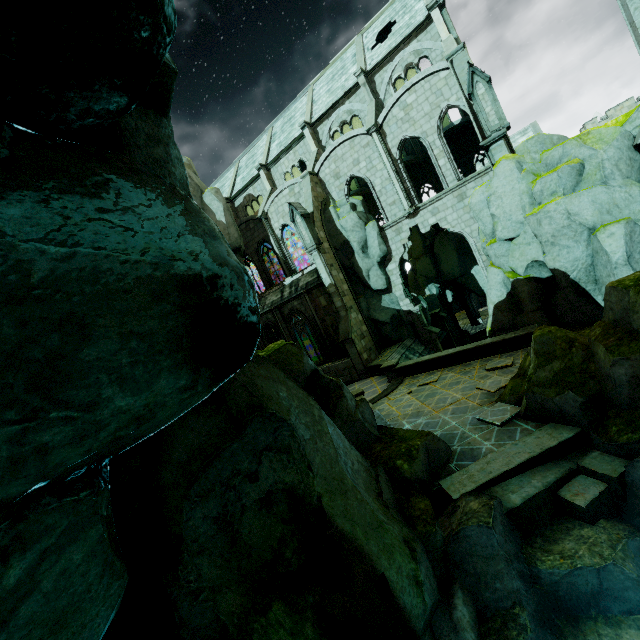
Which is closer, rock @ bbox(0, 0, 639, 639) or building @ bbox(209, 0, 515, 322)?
rock @ bbox(0, 0, 639, 639)

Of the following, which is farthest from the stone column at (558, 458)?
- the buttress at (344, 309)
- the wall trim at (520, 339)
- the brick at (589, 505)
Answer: the buttress at (344, 309)

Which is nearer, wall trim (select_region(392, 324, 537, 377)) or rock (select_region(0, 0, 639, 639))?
rock (select_region(0, 0, 639, 639))

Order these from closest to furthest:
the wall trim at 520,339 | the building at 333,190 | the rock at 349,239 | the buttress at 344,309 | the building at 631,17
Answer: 1. the building at 631,17
2. the wall trim at 520,339
3. the building at 333,190
4. the buttress at 344,309
5. the rock at 349,239

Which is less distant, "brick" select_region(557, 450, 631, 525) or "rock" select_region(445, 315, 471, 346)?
"brick" select_region(557, 450, 631, 525)

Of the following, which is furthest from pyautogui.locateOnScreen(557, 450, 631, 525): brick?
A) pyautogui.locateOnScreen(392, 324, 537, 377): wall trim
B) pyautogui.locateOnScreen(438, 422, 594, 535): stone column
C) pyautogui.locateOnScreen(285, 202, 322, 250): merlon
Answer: pyautogui.locateOnScreen(285, 202, 322, 250): merlon

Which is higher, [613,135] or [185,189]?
[185,189]

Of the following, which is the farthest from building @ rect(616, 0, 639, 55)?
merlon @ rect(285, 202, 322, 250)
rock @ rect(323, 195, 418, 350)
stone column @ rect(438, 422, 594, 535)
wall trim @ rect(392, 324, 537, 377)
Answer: stone column @ rect(438, 422, 594, 535)
